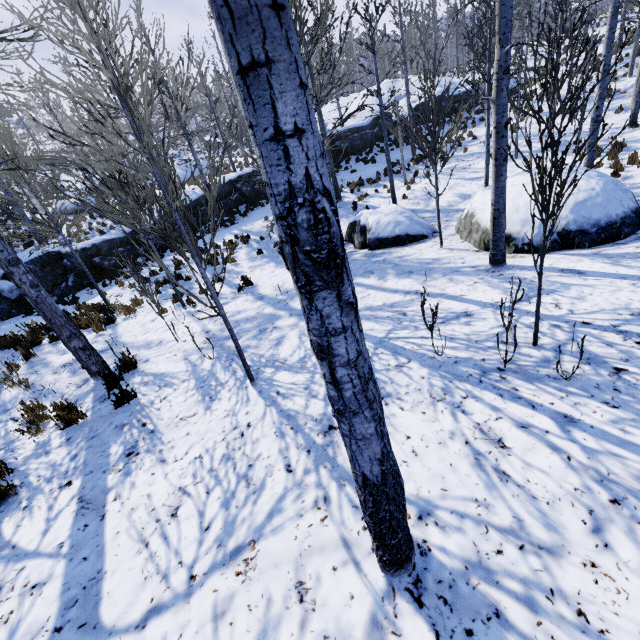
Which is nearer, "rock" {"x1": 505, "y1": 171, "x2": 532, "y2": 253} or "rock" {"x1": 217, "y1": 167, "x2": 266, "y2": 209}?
"rock" {"x1": 505, "y1": 171, "x2": 532, "y2": 253}

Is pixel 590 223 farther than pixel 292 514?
Yes

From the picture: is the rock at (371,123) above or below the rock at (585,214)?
above

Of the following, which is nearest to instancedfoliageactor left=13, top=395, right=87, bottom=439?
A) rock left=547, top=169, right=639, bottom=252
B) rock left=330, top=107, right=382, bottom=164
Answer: rock left=330, top=107, right=382, bottom=164

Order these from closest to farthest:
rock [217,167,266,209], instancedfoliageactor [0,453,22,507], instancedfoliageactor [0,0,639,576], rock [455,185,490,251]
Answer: instancedfoliageactor [0,0,639,576] → instancedfoliageactor [0,453,22,507] → rock [455,185,490,251] → rock [217,167,266,209]

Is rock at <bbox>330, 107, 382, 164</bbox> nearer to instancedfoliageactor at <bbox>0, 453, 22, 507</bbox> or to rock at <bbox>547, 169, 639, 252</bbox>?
instancedfoliageactor at <bbox>0, 453, 22, 507</bbox>

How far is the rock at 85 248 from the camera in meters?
13.6 m

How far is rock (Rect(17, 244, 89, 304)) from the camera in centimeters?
1185cm
